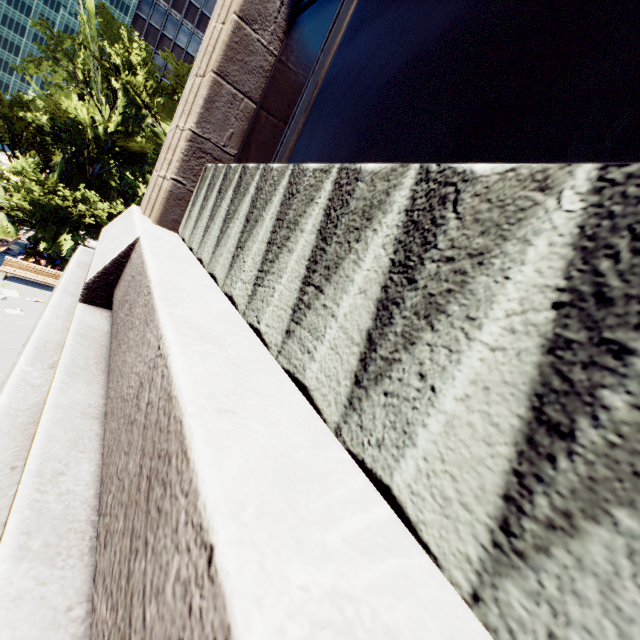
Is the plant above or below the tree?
below

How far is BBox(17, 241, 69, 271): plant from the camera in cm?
1550

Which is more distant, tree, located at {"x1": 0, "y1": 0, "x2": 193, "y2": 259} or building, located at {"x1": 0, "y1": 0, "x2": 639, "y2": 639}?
tree, located at {"x1": 0, "y1": 0, "x2": 193, "y2": 259}

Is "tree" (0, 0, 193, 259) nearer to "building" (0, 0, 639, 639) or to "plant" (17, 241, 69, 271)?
"plant" (17, 241, 69, 271)

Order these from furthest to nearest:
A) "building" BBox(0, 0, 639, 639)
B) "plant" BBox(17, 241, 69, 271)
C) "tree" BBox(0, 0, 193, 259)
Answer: "plant" BBox(17, 241, 69, 271)
"tree" BBox(0, 0, 193, 259)
"building" BBox(0, 0, 639, 639)

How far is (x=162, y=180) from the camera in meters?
4.6

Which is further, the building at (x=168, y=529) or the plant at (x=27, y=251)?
the plant at (x=27, y=251)

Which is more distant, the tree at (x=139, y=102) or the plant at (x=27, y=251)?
the plant at (x=27, y=251)
